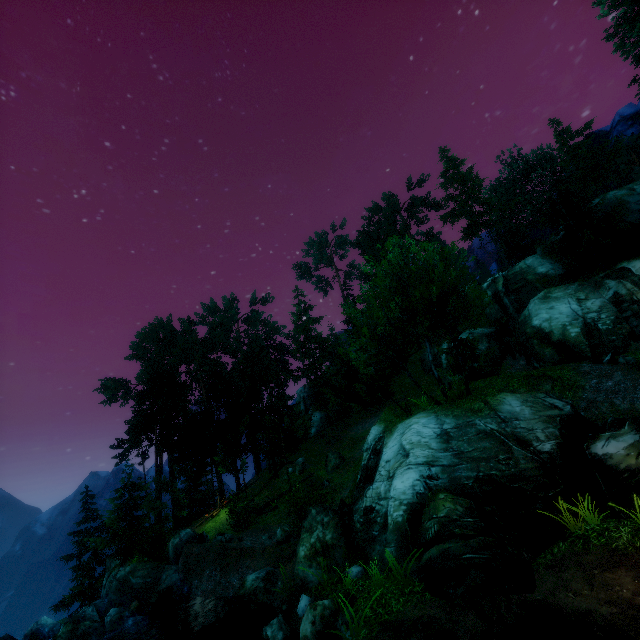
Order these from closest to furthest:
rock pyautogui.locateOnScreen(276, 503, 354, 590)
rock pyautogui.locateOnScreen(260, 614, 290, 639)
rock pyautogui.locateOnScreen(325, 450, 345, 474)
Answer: rock pyautogui.locateOnScreen(260, 614, 290, 639) < rock pyautogui.locateOnScreen(276, 503, 354, 590) < rock pyautogui.locateOnScreen(325, 450, 345, 474)

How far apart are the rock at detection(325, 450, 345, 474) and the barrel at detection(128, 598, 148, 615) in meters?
13.6 m

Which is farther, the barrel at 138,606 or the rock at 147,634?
the barrel at 138,606

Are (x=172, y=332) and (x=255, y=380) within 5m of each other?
no

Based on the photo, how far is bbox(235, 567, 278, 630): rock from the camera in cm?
Answer: 1298

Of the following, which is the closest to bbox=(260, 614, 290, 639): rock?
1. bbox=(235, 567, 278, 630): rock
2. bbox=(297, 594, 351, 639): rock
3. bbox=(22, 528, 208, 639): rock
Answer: bbox=(297, 594, 351, 639): rock

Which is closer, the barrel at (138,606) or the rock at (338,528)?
the rock at (338,528)

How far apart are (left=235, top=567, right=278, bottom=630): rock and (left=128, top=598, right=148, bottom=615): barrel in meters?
6.9 m
